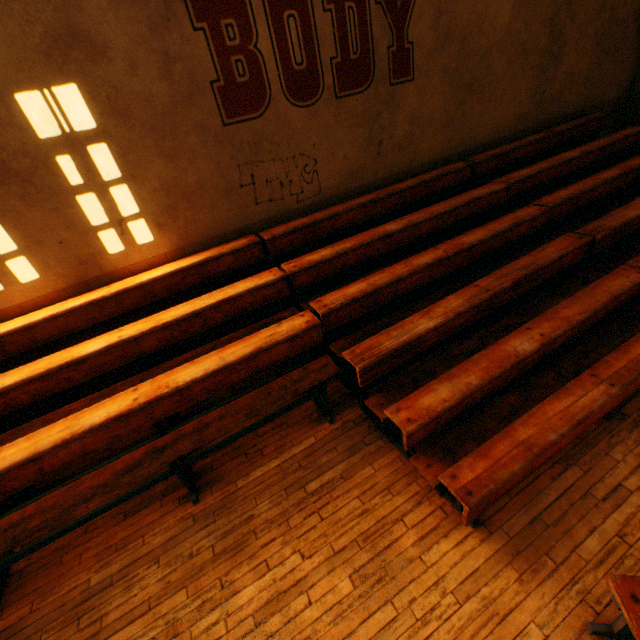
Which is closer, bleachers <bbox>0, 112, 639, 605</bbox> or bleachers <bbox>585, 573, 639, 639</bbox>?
bleachers <bbox>585, 573, 639, 639</bbox>

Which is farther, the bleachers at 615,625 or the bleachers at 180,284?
the bleachers at 180,284

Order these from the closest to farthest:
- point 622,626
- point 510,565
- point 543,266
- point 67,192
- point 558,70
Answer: point 622,626, point 510,565, point 67,192, point 543,266, point 558,70
